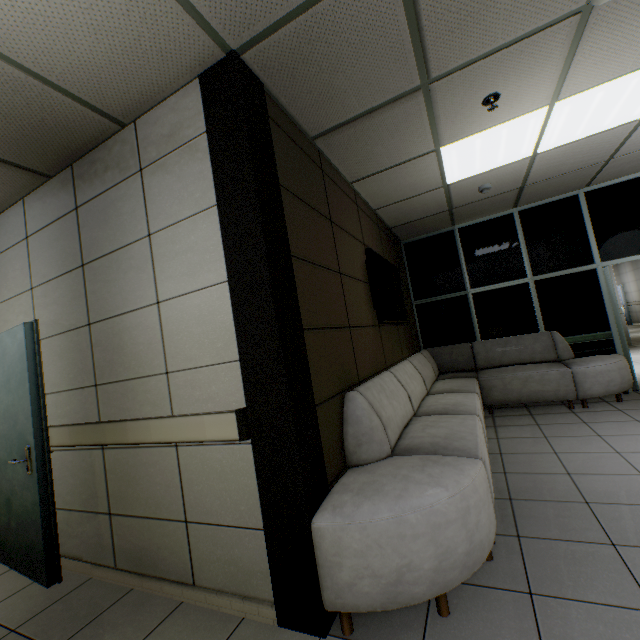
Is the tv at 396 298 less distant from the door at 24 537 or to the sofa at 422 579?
the sofa at 422 579

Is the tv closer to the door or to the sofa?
the sofa

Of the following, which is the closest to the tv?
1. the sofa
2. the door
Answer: the sofa

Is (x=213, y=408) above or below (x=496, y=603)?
above

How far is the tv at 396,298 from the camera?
3.5m

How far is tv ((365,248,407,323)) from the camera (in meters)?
3.54

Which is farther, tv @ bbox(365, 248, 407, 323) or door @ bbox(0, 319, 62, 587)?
tv @ bbox(365, 248, 407, 323)
